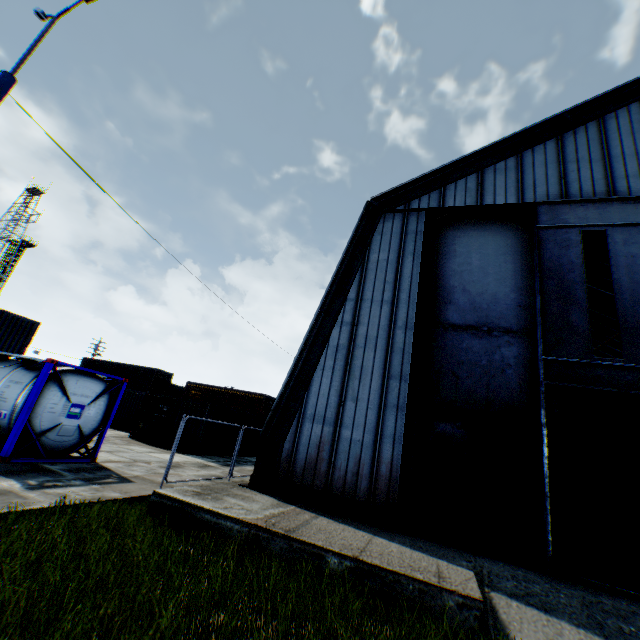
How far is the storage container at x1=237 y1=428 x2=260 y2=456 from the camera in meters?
23.5 m

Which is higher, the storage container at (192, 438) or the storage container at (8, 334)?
the storage container at (8, 334)

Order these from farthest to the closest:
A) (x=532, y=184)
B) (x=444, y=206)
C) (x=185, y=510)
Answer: (x=444, y=206) < (x=532, y=184) < (x=185, y=510)

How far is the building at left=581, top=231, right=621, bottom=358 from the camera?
20.56m

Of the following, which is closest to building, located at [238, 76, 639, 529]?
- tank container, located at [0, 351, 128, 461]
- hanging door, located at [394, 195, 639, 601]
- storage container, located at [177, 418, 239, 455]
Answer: hanging door, located at [394, 195, 639, 601]

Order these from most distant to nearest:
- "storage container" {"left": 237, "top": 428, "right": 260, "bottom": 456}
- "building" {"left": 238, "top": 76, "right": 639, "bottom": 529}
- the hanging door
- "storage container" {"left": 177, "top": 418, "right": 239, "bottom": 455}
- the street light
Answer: "storage container" {"left": 237, "top": 428, "right": 260, "bottom": 456}, "storage container" {"left": 177, "top": 418, "right": 239, "bottom": 455}, "building" {"left": 238, "top": 76, "right": 639, "bottom": 529}, the hanging door, the street light

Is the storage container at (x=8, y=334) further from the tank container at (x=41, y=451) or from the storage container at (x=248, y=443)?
the storage container at (x=248, y=443)

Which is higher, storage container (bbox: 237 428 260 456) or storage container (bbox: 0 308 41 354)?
storage container (bbox: 0 308 41 354)
